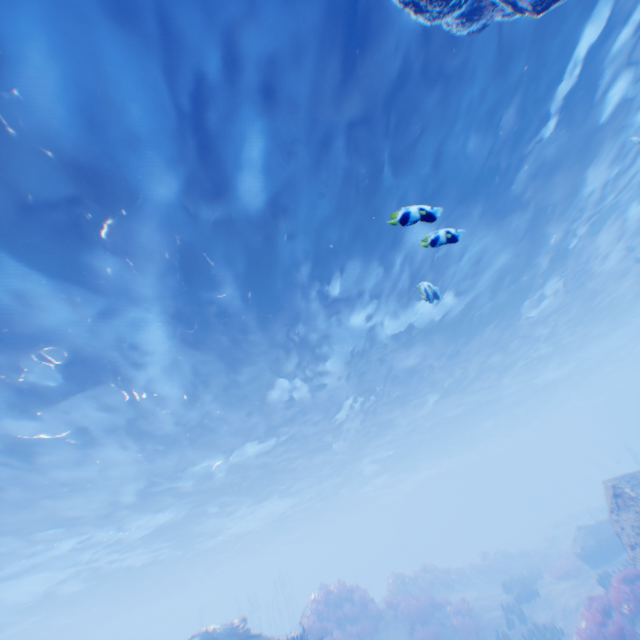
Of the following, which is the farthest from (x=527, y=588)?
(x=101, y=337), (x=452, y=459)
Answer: (x=452, y=459)

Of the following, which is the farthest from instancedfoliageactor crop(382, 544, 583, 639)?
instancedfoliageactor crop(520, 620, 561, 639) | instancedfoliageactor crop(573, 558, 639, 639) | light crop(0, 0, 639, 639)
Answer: light crop(0, 0, 639, 639)

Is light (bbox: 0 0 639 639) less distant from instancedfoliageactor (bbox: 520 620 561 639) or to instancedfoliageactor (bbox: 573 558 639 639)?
instancedfoliageactor (bbox: 573 558 639 639)

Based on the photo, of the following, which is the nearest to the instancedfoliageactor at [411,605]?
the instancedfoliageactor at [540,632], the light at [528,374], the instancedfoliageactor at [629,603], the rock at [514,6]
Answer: the rock at [514,6]

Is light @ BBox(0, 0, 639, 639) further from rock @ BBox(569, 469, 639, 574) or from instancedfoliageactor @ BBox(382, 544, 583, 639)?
instancedfoliageactor @ BBox(382, 544, 583, 639)

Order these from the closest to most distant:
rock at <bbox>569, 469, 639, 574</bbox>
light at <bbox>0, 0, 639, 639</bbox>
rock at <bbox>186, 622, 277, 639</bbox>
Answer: light at <bbox>0, 0, 639, 639</bbox> → rock at <bbox>569, 469, 639, 574</bbox> → rock at <bbox>186, 622, 277, 639</bbox>

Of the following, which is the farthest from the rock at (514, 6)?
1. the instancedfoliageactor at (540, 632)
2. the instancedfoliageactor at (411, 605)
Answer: the instancedfoliageactor at (540, 632)

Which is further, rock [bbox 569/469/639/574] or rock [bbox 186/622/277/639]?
rock [bbox 186/622/277/639]
